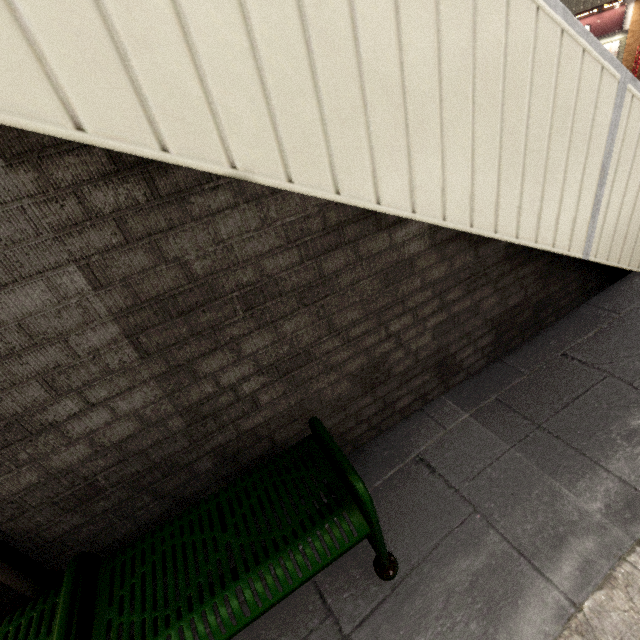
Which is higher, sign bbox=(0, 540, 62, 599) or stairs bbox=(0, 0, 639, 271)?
stairs bbox=(0, 0, 639, 271)

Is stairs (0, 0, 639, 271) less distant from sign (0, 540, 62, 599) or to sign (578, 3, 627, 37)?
sign (0, 540, 62, 599)

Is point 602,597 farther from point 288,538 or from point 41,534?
point 41,534

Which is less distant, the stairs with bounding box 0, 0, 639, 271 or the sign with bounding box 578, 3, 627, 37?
the stairs with bounding box 0, 0, 639, 271

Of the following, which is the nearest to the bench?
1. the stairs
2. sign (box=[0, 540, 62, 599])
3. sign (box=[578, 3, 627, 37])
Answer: sign (box=[0, 540, 62, 599])

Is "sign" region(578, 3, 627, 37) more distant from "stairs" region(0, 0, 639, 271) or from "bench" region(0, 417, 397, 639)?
"bench" region(0, 417, 397, 639)

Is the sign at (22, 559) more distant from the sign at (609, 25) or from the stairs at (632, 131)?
the sign at (609, 25)

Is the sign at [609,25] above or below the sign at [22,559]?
above
